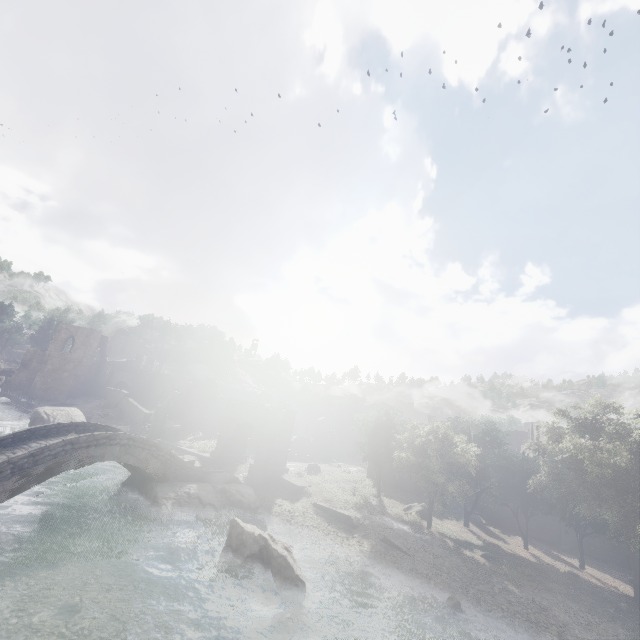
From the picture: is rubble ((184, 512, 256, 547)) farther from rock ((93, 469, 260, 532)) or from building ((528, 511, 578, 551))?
building ((528, 511, 578, 551))

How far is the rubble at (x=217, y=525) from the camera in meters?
19.9

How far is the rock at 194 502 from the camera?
20.14m

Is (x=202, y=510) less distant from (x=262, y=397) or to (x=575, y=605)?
(x=575, y=605)

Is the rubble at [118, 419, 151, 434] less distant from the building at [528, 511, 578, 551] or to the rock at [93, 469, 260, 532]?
the building at [528, 511, 578, 551]

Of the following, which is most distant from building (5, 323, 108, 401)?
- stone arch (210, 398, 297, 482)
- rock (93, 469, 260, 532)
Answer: rock (93, 469, 260, 532)

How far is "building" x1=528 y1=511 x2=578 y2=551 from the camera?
31.05m

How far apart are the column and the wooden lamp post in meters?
36.4
